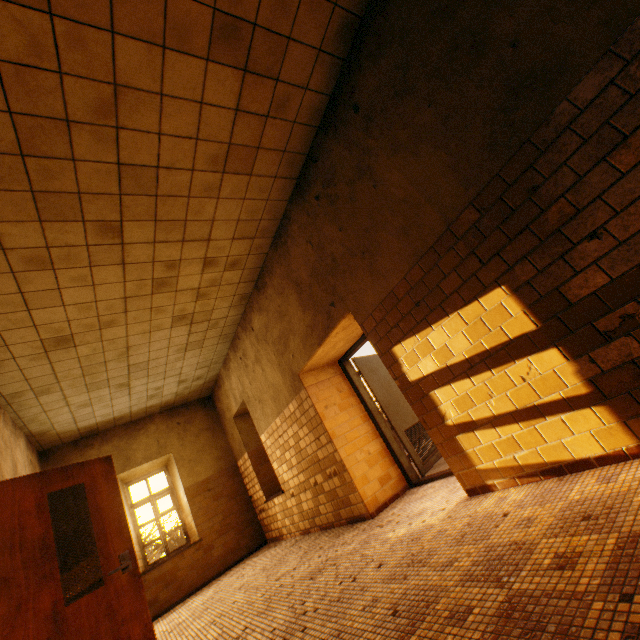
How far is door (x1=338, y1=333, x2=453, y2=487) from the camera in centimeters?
484cm

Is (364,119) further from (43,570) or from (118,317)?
(43,570)

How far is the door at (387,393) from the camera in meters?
4.8

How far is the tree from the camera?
11.9 meters

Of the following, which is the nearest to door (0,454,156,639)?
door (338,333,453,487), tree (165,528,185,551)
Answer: door (338,333,453,487)

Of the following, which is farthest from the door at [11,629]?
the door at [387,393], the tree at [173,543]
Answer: the tree at [173,543]

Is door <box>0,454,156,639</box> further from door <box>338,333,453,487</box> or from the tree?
the tree

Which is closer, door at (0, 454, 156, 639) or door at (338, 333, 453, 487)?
door at (0, 454, 156, 639)
